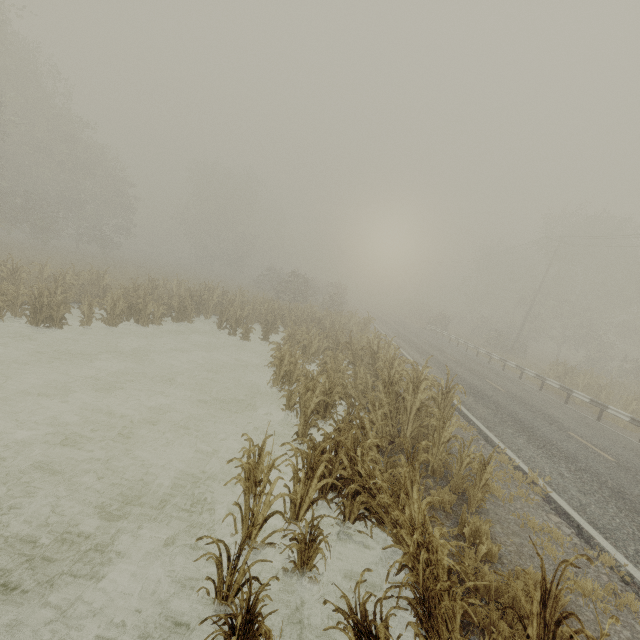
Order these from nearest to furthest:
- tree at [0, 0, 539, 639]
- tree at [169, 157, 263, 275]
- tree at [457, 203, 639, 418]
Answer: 1. tree at [0, 0, 539, 639]
2. tree at [457, 203, 639, 418]
3. tree at [169, 157, 263, 275]

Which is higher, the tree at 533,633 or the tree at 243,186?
the tree at 243,186

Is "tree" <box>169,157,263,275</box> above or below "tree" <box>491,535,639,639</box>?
above

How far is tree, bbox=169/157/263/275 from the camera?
48.1m

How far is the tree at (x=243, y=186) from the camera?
48.12m

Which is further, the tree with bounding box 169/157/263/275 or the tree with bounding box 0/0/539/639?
the tree with bounding box 169/157/263/275

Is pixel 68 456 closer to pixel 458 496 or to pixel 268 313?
pixel 458 496
